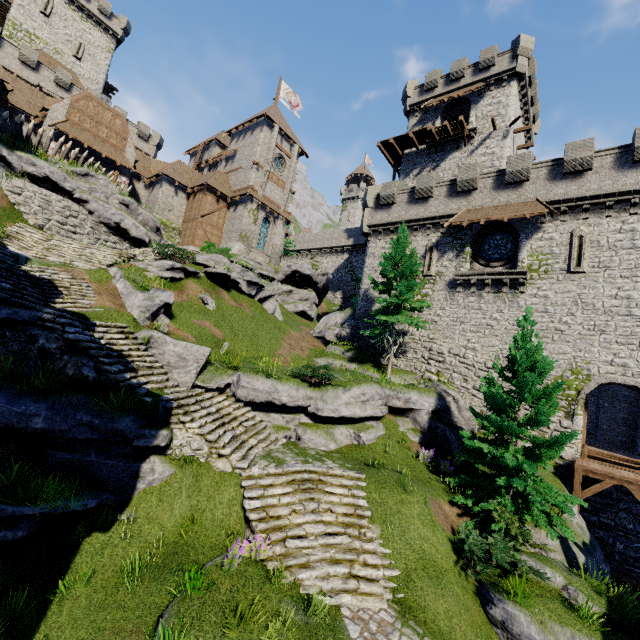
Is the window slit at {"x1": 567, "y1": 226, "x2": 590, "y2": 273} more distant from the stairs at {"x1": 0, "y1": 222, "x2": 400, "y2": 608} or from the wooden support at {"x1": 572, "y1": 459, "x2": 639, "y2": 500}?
the stairs at {"x1": 0, "y1": 222, "x2": 400, "y2": 608}

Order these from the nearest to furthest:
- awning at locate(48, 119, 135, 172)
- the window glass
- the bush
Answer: the bush
the window glass
awning at locate(48, 119, 135, 172)

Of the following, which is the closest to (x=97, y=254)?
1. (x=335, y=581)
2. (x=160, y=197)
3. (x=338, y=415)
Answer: (x=338, y=415)

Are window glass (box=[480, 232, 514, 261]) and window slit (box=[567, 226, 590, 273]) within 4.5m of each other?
yes

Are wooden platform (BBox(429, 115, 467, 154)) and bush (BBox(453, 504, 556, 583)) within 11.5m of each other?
no

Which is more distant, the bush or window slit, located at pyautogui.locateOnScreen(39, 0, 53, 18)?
window slit, located at pyautogui.locateOnScreen(39, 0, 53, 18)

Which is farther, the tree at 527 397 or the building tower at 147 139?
the building tower at 147 139

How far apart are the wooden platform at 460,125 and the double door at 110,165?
29.0 meters
